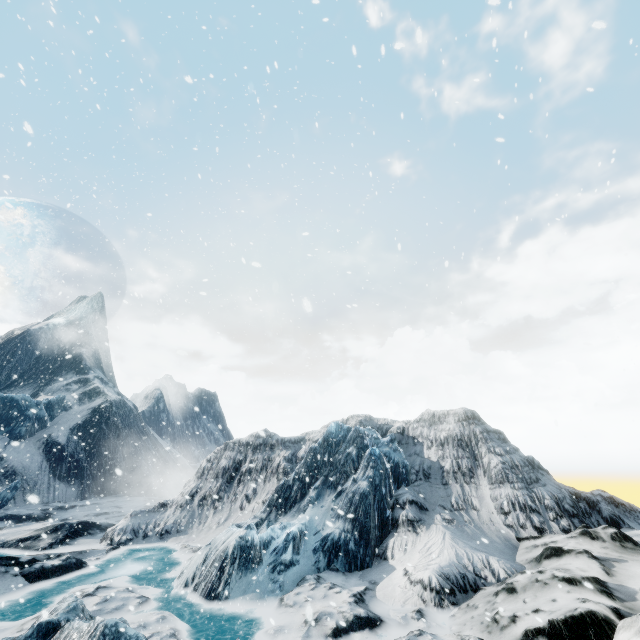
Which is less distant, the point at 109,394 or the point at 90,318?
the point at 109,394
